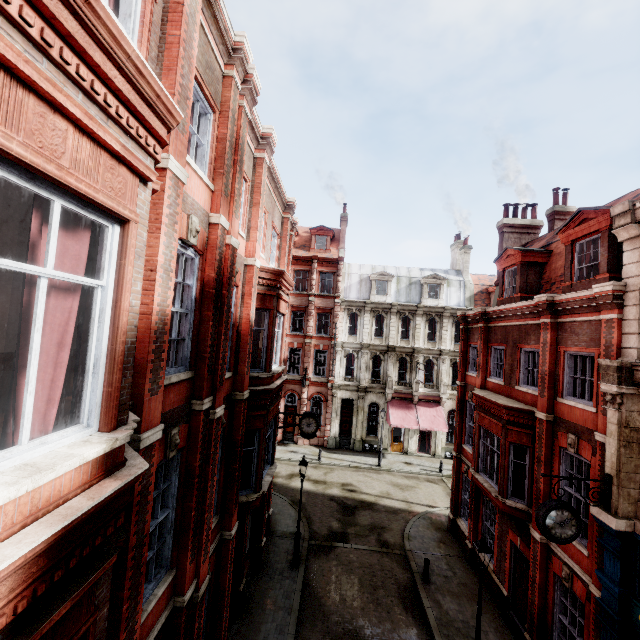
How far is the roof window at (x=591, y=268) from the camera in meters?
9.9 m

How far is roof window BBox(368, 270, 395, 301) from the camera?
31.6m

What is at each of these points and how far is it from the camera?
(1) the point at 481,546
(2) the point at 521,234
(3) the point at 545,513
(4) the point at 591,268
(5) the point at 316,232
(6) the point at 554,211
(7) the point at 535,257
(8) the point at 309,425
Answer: (1) street light, 9.2 meters
(2) chimney, 18.5 meters
(3) clock, 8.0 meters
(4) roof window, 11.5 meters
(5) roof window, 33.1 meters
(6) chimney, 18.3 meters
(7) roof window, 14.6 meters
(8) clock, 16.8 meters

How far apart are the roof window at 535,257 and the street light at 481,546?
9.7m

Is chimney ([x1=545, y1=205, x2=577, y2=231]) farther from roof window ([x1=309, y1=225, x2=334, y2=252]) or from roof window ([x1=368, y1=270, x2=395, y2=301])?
roof window ([x1=309, y1=225, x2=334, y2=252])

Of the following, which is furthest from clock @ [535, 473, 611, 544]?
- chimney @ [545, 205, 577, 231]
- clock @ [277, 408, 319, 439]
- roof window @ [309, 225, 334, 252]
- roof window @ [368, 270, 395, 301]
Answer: roof window @ [309, 225, 334, 252]

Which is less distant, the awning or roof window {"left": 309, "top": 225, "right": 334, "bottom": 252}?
the awning

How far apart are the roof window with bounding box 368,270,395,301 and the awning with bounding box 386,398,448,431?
9.12m
